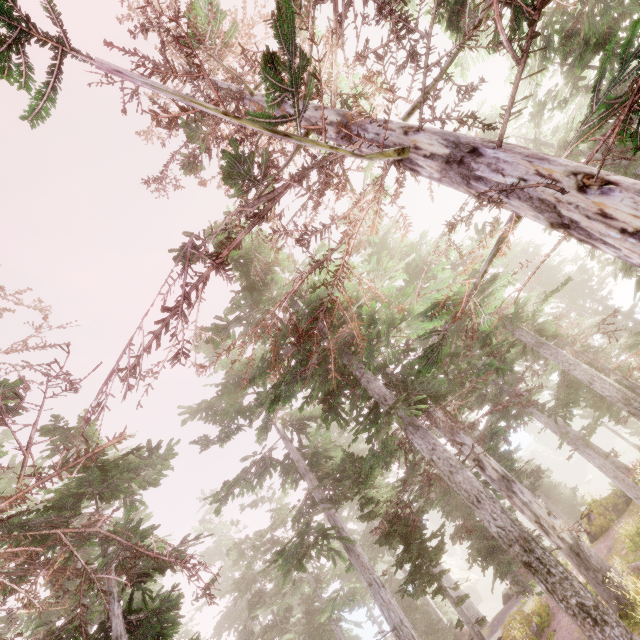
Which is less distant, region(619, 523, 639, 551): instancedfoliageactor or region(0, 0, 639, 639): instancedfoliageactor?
region(0, 0, 639, 639): instancedfoliageactor

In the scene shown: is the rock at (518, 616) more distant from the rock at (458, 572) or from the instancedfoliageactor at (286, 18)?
the rock at (458, 572)

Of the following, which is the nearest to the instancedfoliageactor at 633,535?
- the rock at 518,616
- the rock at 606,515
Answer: the rock at 606,515

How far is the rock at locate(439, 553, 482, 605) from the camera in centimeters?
4991cm

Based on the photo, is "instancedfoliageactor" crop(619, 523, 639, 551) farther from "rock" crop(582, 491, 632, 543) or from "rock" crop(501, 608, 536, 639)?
"rock" crop(501, 608, 536, 639)

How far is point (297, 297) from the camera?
14.8 meters

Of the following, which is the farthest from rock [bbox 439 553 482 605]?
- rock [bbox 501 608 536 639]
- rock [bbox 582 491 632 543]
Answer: rock [bbox 582 491 632 543]

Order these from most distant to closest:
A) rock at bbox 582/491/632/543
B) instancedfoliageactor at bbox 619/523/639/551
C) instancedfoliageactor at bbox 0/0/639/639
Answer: rock at bbox 582/491/632/543 → instancedfoliageactor at bbox 619/523/639/551 → instancedfoliageactor at bbox 0/0/639/639
